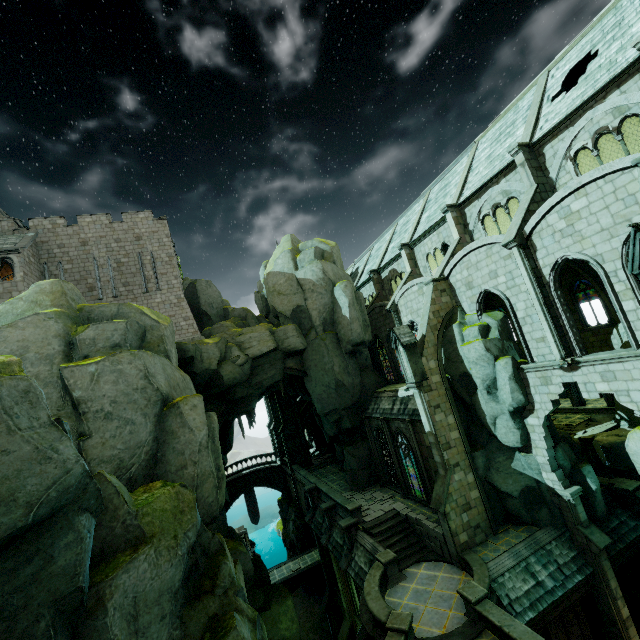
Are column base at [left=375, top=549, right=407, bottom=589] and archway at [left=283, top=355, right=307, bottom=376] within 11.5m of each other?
no

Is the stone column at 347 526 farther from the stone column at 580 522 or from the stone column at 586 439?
the stone column at 586 439

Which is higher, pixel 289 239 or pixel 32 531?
pixel 289 239

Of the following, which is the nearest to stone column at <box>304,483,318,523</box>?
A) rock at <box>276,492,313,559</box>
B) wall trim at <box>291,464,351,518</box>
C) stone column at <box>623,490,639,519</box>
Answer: wall trim at <box>291,464,351,518</box>

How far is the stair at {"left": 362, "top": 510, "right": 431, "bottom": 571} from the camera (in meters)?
18.42

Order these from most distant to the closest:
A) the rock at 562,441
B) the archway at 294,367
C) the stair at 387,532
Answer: the archway at 294,367 → the stair at 387,532 → the rock at 562,441

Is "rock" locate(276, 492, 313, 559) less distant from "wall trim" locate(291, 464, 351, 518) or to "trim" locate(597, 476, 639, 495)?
"wall trim" locate(291, 464, 351, 518)

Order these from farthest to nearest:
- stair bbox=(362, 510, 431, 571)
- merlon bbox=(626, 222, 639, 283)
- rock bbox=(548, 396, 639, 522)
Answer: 1. stair bbox=(362, 510, 431, 571)
2. rock bbox=(548, 396, 639, 522)
3. merlon bbox=(626, 222, 639, 283)
